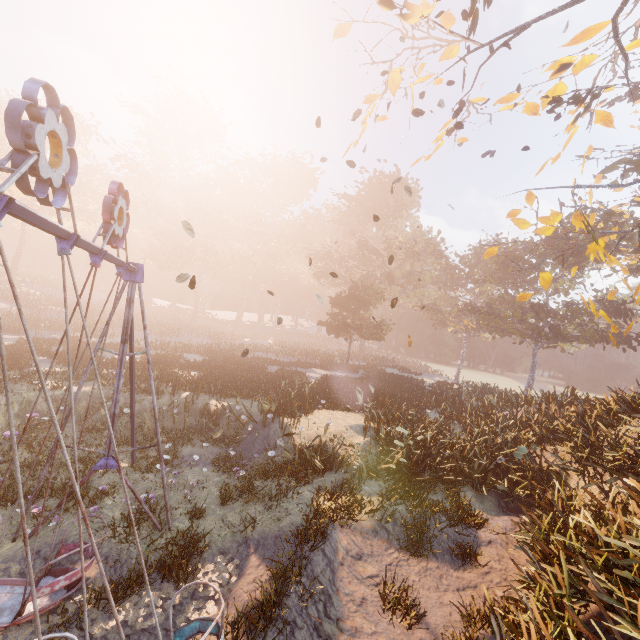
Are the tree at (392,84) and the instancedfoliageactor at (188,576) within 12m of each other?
no

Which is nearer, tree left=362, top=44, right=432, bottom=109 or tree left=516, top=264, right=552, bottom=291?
tree left=362, top=44, right=432, bottom=109

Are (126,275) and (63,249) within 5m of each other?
yes

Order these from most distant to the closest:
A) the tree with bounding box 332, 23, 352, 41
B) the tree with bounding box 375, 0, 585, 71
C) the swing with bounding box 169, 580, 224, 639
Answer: the tree with bounding box 332, 23, 352, 41
the tree with bounding box 375, 0, 585, 71
the swing with bounding box 169, 580, 224, 639

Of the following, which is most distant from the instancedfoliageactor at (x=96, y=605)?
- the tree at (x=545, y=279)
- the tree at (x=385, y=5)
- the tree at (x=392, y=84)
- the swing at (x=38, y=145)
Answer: the tree at (x=392, y=84)

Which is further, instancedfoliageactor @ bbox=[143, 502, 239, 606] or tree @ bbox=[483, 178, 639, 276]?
tree @ bbox=[483, 178, 639, 276]

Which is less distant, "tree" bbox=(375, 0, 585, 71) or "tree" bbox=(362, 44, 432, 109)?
"tree" bbox=(375, 0, 585, 71)

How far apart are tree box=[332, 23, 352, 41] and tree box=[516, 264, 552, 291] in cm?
1052
